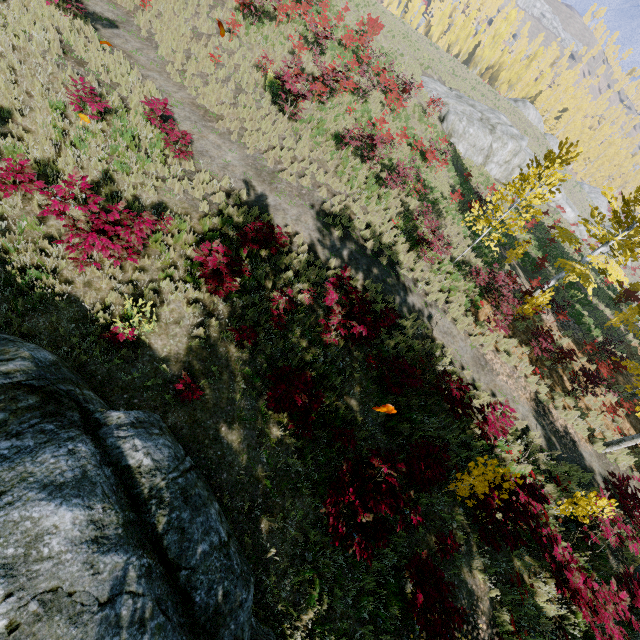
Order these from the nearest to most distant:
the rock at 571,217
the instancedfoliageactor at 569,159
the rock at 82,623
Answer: the rock at 82,623 < the instancedfoliageactor at 569,159 < the rock at 571,217

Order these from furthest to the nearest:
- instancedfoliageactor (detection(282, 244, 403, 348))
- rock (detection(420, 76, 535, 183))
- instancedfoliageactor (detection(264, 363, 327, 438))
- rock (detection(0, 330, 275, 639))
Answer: rock (detection(420, 76, 535, 183)), instancedfoliageactor (detection(282, 244, 403, 348)), instancedfoliageactor (detection(264, 363, 327, 438)), rock (detection(0, 330, 275, 639))

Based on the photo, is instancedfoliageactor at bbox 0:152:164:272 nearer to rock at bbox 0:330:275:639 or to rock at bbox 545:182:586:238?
rock at bbox 0:330:275:639

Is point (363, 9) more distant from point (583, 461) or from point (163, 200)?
point (583, 461)

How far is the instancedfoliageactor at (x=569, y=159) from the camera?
11.6 meters

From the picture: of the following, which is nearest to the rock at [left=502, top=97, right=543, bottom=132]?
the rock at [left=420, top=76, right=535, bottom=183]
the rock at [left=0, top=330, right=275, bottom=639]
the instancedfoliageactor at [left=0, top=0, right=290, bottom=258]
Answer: the instancedfoliageactor at [left=0, top=0, right=290, bottom=258]

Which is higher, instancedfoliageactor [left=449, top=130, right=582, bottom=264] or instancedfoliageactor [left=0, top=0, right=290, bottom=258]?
instancedfoliageactor [left=449, top=130, right=582, bottom=264]
